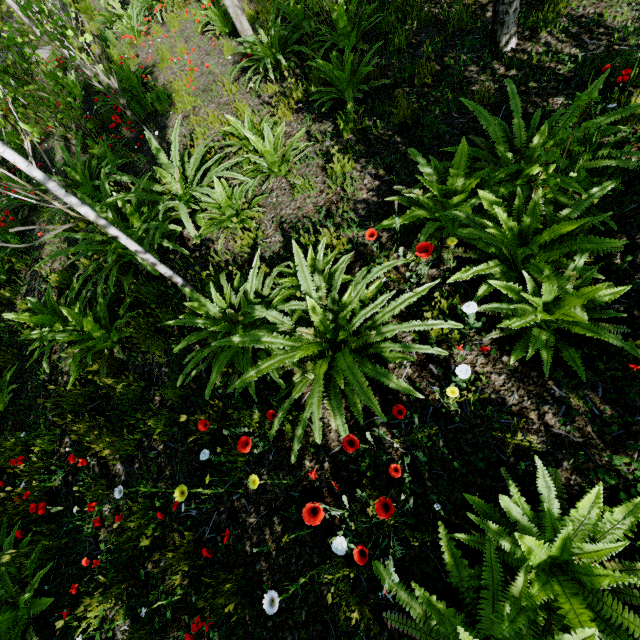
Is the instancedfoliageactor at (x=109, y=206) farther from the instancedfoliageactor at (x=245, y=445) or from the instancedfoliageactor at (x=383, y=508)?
the instancedfoliageactor at (x=383, y=508)

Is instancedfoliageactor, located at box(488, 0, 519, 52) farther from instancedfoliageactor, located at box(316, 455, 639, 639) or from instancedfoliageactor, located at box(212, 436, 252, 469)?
instancedfoliageactor, located at box(316, 455, 639, 639)

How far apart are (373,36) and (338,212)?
3.50m

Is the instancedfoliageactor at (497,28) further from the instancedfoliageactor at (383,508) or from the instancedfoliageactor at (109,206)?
the instancedfoliageactor at (383,508)

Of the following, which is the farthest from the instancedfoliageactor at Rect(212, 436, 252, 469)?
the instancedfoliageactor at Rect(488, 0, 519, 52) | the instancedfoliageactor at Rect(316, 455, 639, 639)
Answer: the instancedfoliageactor at Rect(488, 0, 519, 52)

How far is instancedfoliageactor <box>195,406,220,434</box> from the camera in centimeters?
225cm

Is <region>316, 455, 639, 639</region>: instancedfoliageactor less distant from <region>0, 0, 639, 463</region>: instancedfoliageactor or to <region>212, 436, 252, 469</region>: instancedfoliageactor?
<region>212, 436, 252, 469</region>: instancedfoliageactor
